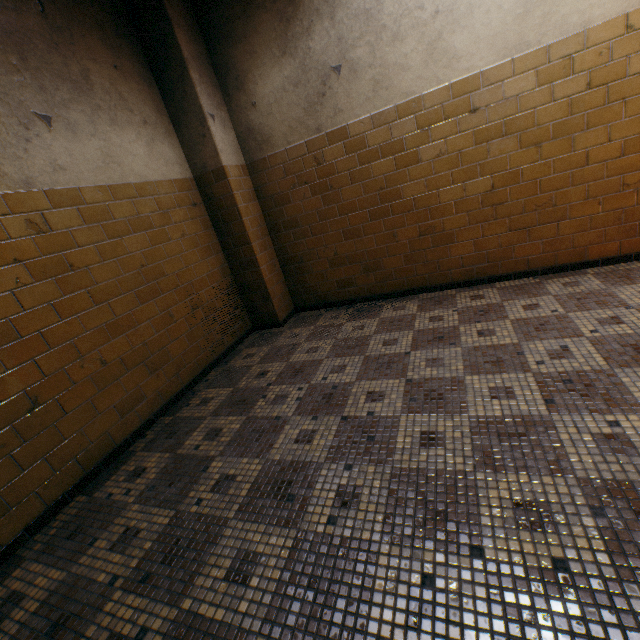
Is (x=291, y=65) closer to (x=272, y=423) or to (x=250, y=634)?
(x=272, y=423)
